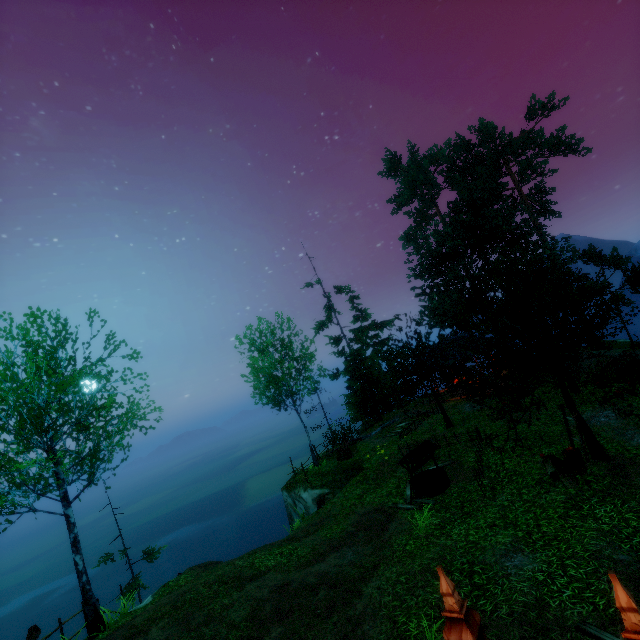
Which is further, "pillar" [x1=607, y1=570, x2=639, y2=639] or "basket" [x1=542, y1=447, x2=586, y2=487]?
"basket" [x1=542, y1=447, x2=586, y2=487]

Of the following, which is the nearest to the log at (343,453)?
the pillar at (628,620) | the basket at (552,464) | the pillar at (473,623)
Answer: the basket at (552,464)

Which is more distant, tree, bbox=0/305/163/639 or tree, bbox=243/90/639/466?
tree, bbox=0/305/163/639

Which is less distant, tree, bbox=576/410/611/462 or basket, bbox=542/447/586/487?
basket, bbox=542/447/586/487

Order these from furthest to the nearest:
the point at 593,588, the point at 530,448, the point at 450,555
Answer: the point at 530,448 < the point at 450,555 < the point at 593,588

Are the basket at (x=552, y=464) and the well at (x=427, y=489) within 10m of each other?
yes

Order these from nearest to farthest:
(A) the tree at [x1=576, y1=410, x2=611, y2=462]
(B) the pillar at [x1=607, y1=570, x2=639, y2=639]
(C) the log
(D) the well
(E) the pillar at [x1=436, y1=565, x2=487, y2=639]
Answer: Answer: (B) the pillar at [x1=607, y1=570, x2=639, y2=639] < (E) the pillar at [x1=436, y1=565, x2=487, y2=639] < (A) the tree at [x1=576, y1=410, x2=611, y2=462] < (D) the well < (C) the log

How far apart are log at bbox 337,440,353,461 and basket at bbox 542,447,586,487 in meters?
12.3
